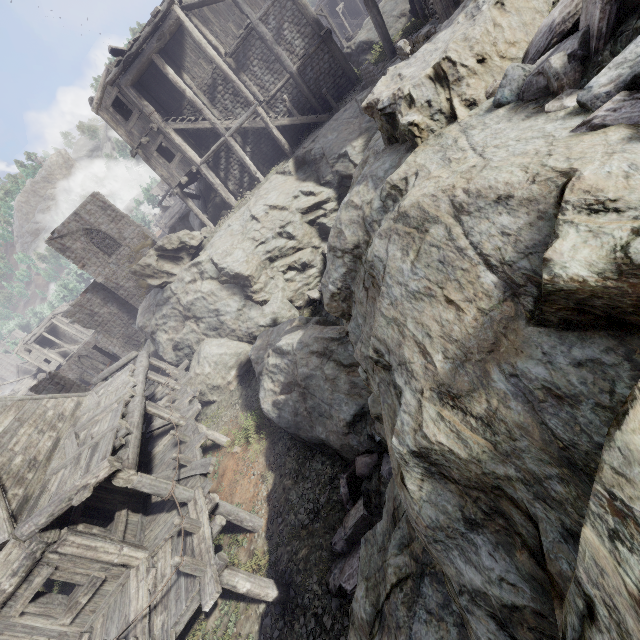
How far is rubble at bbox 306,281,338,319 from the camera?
14.9m

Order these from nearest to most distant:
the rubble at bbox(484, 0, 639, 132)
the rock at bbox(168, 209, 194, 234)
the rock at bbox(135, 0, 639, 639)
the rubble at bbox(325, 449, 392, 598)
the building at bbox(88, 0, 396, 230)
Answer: the rock at bbox(135, 0, 639, 639), the rubble at bbox(484, 0, 639, 132), the rubble at bbox(325, 449, 392, 598), the building at bbox(88, 0, 396, 230), the rock at bbox(168, 209, 194, 234)

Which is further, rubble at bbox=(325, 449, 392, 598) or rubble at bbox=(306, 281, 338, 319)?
rubble at bbox=(306, 281, 338, 319)

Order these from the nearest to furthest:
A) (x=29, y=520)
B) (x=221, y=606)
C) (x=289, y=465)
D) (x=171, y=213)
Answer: (x=29, y=520), (x=221, y=606), (x=289, y=465), (x=171, y=213)

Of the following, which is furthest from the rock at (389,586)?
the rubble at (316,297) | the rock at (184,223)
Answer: the rock at (184,223)

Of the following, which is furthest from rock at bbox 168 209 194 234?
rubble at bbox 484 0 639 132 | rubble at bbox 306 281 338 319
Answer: rubble at bbox 484 0 639 132

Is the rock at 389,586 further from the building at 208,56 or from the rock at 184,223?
the rock at 184,223

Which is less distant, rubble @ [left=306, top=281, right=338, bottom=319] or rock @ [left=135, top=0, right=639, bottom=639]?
rock @ [left=135, top=0, right=639, bottom=639]
